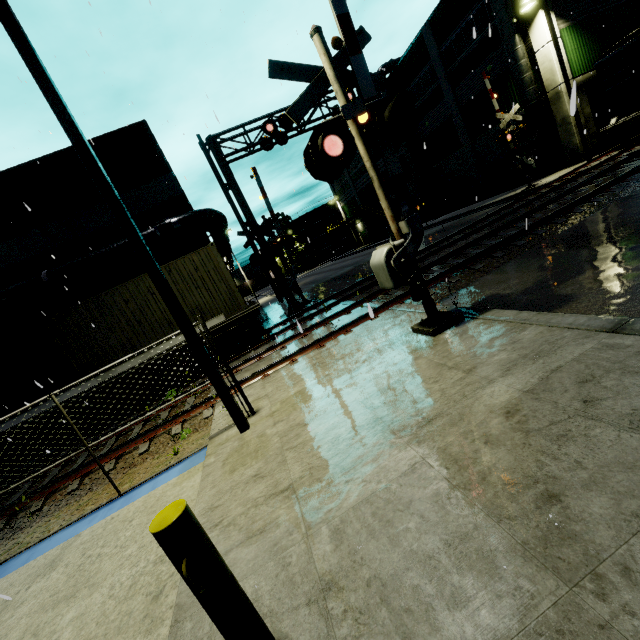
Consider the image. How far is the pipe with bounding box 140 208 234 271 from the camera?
13.9m

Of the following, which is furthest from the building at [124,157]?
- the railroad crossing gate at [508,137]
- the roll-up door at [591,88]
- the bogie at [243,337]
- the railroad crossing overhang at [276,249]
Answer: the railroad crossing gate at [508,137]

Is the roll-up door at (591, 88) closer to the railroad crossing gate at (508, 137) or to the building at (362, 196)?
the building at (362, 196)

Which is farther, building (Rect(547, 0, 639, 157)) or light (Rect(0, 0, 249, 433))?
building (Rect(547, 0, 639, 157))

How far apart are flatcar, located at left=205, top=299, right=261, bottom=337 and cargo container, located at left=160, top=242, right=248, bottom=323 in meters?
0.0

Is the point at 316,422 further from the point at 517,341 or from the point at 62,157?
the point at 62,157

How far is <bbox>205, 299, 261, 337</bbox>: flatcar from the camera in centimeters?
1149cm

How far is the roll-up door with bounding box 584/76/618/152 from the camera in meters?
20.6
